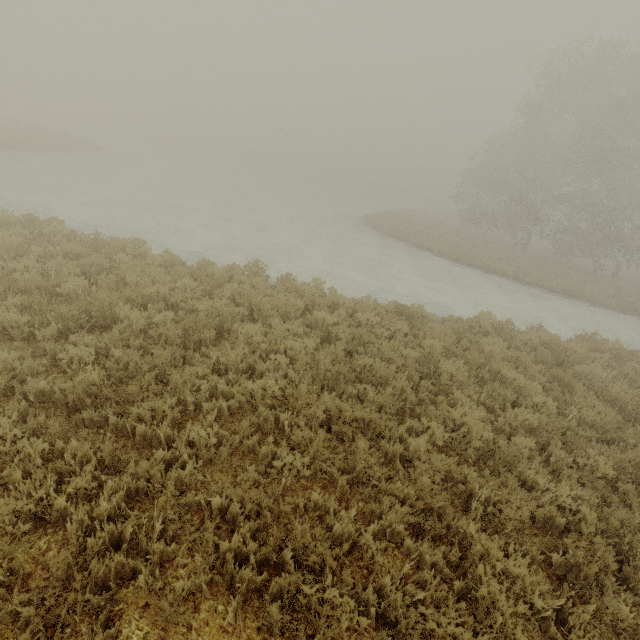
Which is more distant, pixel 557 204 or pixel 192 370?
pixel 557 204
